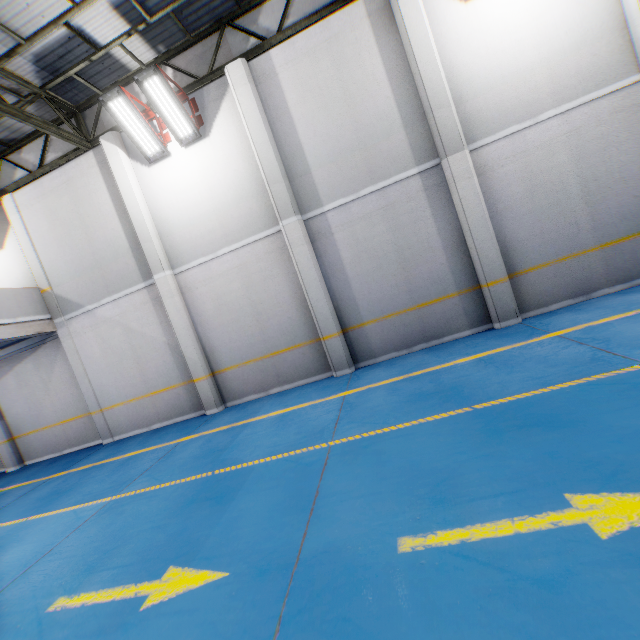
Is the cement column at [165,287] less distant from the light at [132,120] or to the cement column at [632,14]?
the light at [132,120]

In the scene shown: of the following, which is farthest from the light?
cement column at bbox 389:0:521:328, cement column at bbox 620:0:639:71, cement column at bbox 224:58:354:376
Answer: cement column at bbox 620:0:639:71

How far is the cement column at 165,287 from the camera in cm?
849

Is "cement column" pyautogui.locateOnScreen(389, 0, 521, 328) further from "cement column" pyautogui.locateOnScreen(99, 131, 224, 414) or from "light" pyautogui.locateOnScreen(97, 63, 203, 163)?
"cement column" pyautogui.locateOnScreen(99, 131, 224, 414)

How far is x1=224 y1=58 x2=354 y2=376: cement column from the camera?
7.7 meters

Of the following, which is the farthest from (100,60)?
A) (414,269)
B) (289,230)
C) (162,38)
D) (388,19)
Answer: (414,269)

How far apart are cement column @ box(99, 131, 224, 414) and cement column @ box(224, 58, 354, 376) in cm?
321

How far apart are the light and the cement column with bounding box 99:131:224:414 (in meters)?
1.40
